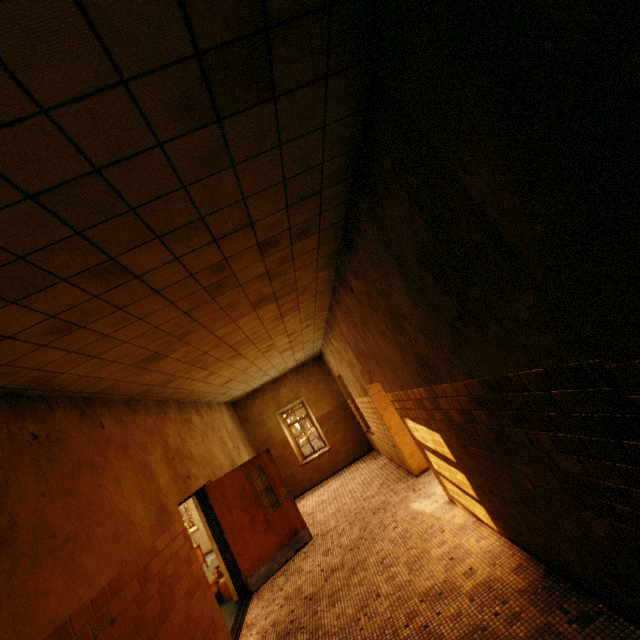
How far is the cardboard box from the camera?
6.4 meters

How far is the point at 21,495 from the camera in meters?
2.7 m

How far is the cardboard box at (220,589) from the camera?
6.4 meters
